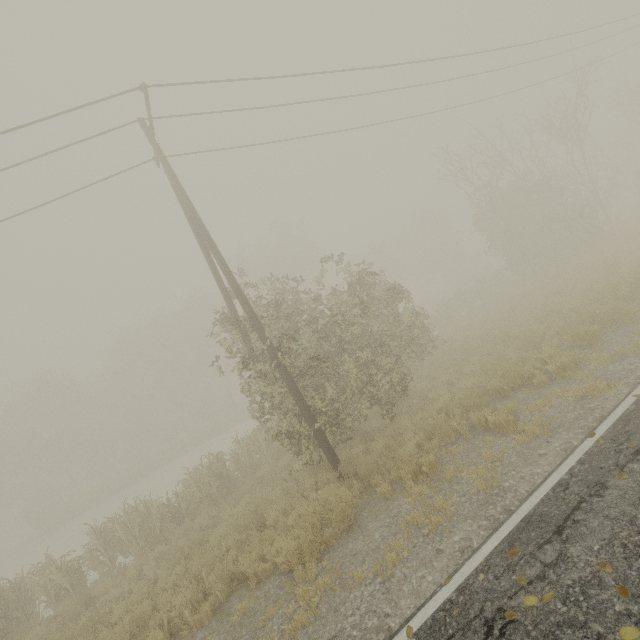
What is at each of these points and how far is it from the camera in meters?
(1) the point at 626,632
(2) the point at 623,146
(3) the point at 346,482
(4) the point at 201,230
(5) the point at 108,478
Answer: (1) tree, 2.7
(2) tree, 29.5
(3) utility pole, 8.1
(4) utility pole, 9.4
(5) tree, 33.7

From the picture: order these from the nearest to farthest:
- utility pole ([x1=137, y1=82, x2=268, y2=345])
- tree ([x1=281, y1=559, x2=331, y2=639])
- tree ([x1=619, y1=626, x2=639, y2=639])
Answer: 1. tree ([x1=619, y1=626, x2=639, y2=639])
2. tree ([x1=281, y1=559, x2=331, y2=639])
3. utility pole ([x1=137, y1=82, x2=268, y2=345])

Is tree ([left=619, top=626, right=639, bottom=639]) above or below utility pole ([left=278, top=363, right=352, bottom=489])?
above

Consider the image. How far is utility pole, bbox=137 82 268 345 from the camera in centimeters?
910cm

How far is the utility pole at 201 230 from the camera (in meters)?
9.10

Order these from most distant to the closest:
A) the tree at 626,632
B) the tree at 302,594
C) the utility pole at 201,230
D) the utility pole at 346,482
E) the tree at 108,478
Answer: the tree at 108,478 < the utility pole at 201,230 < the utility pole at 346,482 < the tree at 302,594 < the tree at 626,632

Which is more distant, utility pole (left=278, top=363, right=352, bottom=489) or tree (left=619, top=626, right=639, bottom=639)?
utility pole (left=278, top=363, right=352, bottom=489)

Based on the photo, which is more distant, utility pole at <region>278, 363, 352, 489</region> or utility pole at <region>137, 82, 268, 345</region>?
utility pole at <region>137, 82, 268, 345</region>
